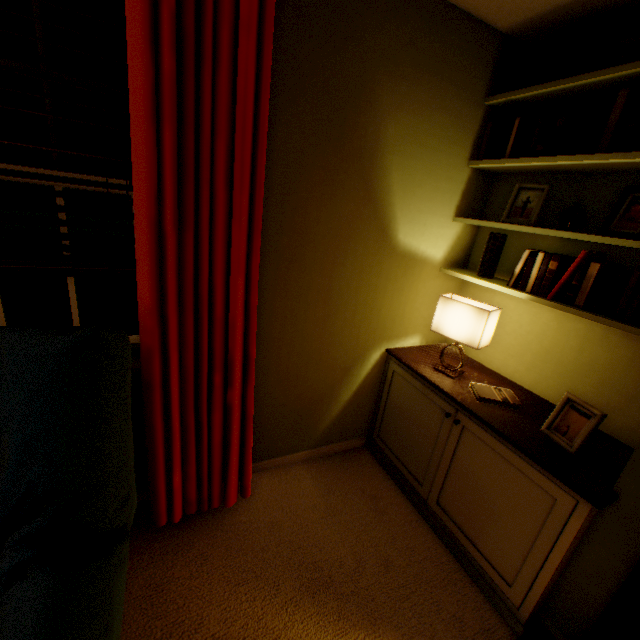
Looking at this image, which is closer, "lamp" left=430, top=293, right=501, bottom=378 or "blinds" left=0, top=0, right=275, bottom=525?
"blinds" left=0, top=0, right=275, bottom=525

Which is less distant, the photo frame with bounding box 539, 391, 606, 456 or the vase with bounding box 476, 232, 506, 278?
the photo frame with bounding box 539, 391, 606, 456

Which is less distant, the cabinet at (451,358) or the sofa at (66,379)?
the sofa at (66,379)

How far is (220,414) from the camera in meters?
1.4 m

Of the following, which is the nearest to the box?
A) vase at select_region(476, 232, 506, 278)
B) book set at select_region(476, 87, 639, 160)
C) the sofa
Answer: book set at select_region(476, 87, 639, 160)

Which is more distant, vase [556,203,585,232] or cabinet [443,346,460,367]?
cabinet [443,346,460,367]

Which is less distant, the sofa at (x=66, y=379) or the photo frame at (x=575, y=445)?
the sofa at (x=66, y=379)

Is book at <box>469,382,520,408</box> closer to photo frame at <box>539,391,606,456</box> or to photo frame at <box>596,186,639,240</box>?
photo frame at <box>539,391,606,456</box>
